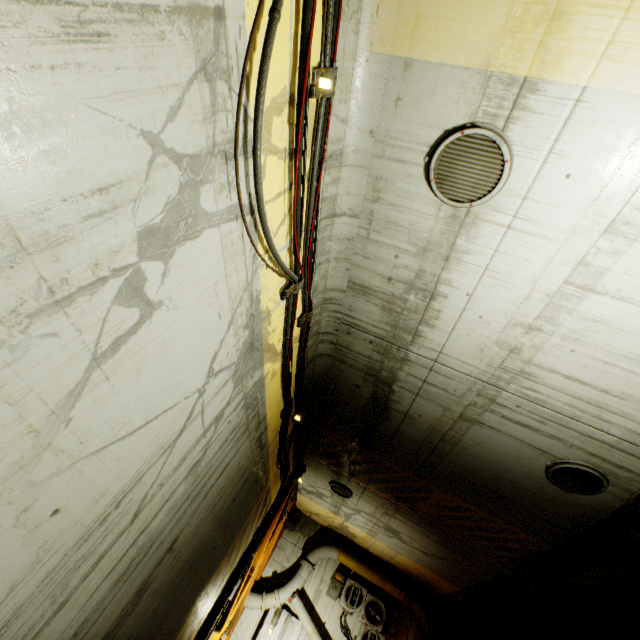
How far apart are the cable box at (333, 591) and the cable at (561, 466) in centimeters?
1023cm

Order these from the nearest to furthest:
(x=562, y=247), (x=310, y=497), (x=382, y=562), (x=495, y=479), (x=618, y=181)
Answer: (x=618, y=181) < (x=562, y=247) < (x=495, y=479) < (x=310, y=497) < (x=382, y=562)

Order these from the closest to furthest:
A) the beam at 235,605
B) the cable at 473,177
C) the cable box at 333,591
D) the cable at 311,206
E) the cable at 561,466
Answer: the cable at 311,206
the cable at 473,177
the cable at 561,466
the beam at 235,605
the cable box at 333,591

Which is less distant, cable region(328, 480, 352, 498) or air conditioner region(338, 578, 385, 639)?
cable region(328, 480, 352, 498)

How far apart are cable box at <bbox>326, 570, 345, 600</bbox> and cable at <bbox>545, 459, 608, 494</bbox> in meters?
10.2 m

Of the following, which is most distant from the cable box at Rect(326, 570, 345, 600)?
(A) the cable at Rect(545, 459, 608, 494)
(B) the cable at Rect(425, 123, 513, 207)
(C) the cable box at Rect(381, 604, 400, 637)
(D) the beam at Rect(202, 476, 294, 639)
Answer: (B) the cable at Rect(425, 123, 513, 207)

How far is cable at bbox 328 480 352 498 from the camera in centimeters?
1014cm

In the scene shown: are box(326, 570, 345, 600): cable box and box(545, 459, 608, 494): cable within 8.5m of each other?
no
